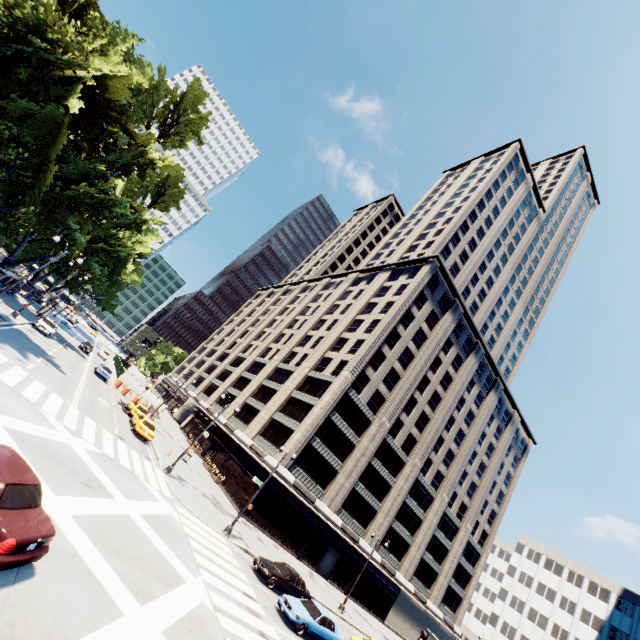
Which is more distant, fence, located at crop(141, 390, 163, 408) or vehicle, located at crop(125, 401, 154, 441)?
fence, located at crop(141, 390, 163, 408)

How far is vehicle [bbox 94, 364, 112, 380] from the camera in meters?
40.0

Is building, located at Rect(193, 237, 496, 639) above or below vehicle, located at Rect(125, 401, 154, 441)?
above

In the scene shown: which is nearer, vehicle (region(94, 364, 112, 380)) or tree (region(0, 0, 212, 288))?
tree (region(0, 0, 212, 288))

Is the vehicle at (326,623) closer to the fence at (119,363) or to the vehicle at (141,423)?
the vehicle at (141,423)

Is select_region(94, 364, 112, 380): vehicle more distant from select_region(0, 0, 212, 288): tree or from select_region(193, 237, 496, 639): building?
select_region(193, 237, 496, 639): building

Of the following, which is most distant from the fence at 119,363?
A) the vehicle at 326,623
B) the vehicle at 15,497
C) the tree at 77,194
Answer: the vehicle at 15,497

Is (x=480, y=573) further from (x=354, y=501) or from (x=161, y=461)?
(x=161, y=461)
